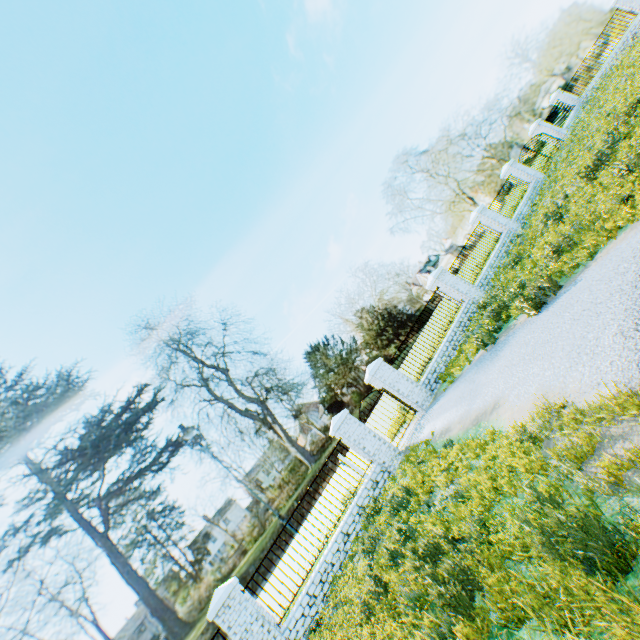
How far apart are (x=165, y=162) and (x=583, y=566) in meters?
72.2

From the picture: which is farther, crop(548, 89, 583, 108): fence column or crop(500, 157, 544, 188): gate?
crop(548, 89, 583, 108): fence column

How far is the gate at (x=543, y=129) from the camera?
21.4m

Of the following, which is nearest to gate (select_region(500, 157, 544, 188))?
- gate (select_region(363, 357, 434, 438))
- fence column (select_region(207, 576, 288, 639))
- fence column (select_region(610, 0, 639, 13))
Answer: fence column (select_region(610, 0, 639, 13))

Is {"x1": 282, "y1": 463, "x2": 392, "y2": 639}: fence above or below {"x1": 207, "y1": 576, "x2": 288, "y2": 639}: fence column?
below

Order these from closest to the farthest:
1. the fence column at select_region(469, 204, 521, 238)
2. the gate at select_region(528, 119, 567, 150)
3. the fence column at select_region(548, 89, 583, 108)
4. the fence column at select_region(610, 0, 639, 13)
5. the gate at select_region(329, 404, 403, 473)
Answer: the gate at select_region(329, 404, 403, 473) < the fence column at select_region(469, 204, 521, 238) < the fence column at select_region(610, 0, 639, 13) < the gate at select_region(528, 119, 567, 150) < the fence column at select_region(548, 89, 583, 108)

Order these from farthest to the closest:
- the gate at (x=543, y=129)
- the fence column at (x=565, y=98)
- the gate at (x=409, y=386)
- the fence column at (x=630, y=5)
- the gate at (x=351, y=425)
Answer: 1. the fence column at (x=565, y=98)
2. the gate at (x=543, y=129)
3. the fence column at (x=630, y=5)
4. the gate at (x=409, y=386)
5. the gate at (x=351, y=425)

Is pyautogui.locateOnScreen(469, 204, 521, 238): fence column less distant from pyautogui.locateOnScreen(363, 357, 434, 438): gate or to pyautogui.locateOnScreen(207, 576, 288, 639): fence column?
pyautogui.locateOnScreen(363, 357, 434, 438): gate
